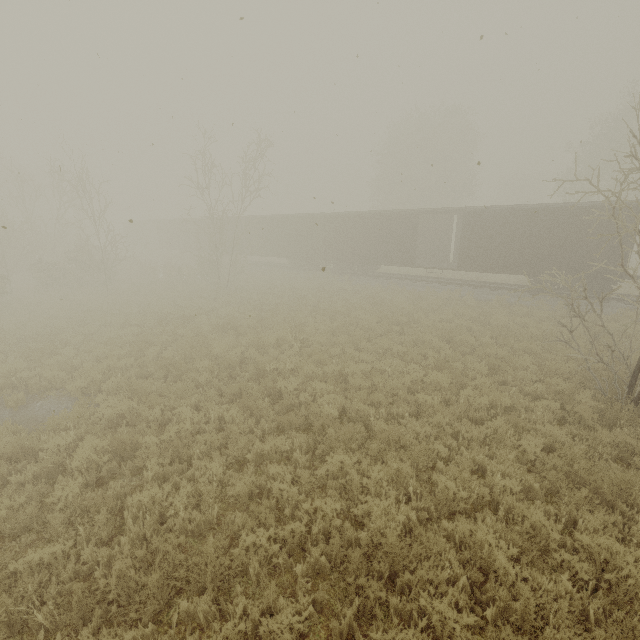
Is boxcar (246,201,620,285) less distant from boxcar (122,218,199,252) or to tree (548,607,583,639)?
boxcar (122,218,199,252)

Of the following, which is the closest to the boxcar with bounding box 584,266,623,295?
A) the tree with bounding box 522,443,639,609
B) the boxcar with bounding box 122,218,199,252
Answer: the boxcar with bounding box 122,218,199,252

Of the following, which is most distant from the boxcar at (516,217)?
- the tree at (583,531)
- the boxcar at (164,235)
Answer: the tree at (583,531)

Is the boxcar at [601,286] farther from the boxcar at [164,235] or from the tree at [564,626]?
the tree at [564,626]

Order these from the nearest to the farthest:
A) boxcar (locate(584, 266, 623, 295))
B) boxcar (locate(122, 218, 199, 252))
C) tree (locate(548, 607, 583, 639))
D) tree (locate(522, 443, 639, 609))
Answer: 1. tree (locate(548, 607, 583, 639))
2. tree (locate(522, 443, 639, 609))
3. boxcar (locate(584, 266, 623, 295))
4. boxcar (locate(122, 218, 199, 252))

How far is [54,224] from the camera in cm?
2591

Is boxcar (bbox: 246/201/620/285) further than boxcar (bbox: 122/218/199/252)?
No
